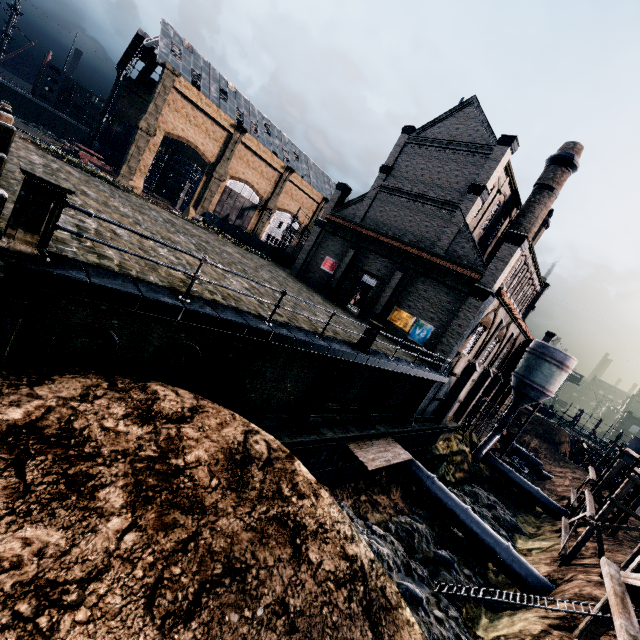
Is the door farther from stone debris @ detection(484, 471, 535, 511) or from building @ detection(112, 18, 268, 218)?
stone debris @ detection(484, 471, 535, 511)

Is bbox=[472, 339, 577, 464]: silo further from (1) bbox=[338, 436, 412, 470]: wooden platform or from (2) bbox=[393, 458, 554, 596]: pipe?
(1) bbox=[338, 436, 412, 470]: wooden platform

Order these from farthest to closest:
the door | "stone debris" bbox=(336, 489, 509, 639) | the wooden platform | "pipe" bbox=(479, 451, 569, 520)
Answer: "pipe" bbox=(479, 451, 569, 520) → the door → the wooden platform → "stone debris" bbox=(336, 489, 509, 639)

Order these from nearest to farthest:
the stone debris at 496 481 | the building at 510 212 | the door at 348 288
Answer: the building at 510 212 → the door at 348 288 → the stone debris at 496 481

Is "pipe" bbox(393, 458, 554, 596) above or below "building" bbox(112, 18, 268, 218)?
below

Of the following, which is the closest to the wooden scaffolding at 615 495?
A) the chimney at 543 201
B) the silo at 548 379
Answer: the silo at 548 379

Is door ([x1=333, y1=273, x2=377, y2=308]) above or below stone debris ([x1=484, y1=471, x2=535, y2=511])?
above

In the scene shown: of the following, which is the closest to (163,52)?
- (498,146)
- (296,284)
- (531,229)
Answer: (296,284)
